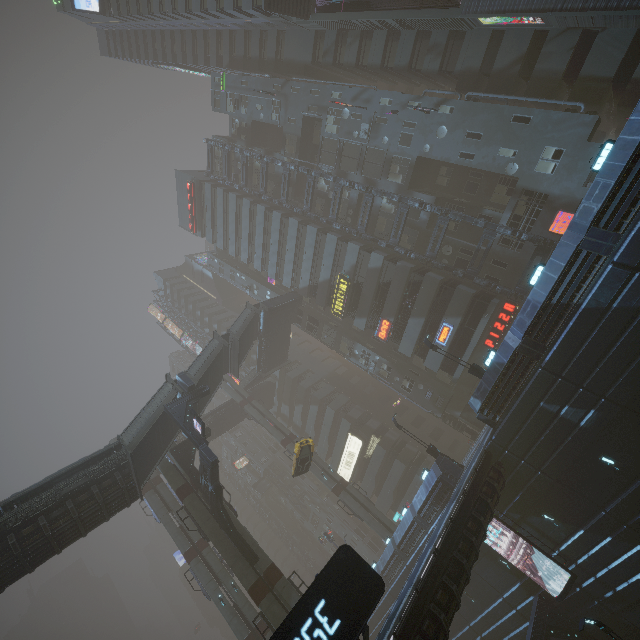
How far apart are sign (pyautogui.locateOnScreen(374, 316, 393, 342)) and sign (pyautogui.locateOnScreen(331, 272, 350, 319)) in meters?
4.3 m

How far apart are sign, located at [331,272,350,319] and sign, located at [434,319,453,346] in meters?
10.4 m

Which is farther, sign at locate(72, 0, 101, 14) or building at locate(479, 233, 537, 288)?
sign at locate(72, 0, 101, 14)

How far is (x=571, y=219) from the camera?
24.0 meters

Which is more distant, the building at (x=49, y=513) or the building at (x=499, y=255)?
the building at (x=499, y=255)

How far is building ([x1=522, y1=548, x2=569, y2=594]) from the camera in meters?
19.9

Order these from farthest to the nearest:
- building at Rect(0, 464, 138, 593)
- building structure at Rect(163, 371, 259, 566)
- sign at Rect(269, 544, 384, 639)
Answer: building structure at Rect(163, 371, 259, 566) < building at Rect(0, 464, 138, 593) < sign at Rect(269, 544, 384, 639)

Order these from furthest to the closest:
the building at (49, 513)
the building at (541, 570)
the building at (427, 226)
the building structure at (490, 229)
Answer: the building at (427, 226)
the building structure at (490, 229)
the building at (541, 570)
the building at (49, 513)
